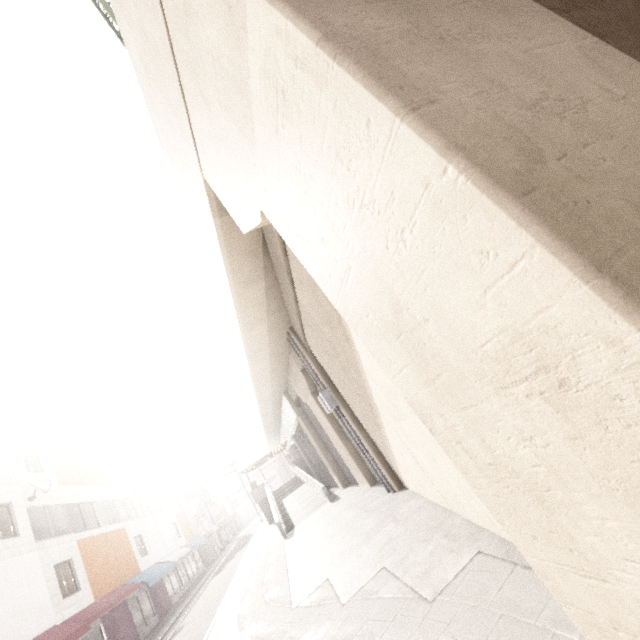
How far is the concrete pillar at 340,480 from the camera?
A: 19.69m

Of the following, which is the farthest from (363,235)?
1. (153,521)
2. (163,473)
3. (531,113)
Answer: (163,473)

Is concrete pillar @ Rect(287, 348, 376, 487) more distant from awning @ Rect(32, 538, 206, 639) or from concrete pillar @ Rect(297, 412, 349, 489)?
awning @ Rect(32, 538, 206, 639)

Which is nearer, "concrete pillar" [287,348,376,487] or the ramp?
"concrete pillar" [287,348,376,487]

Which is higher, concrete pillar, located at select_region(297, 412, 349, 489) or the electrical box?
the electrical box

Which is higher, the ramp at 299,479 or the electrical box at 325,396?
the electrical box at 325,396

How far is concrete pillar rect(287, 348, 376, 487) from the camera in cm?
1475

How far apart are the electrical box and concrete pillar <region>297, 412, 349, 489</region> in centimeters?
940cm
